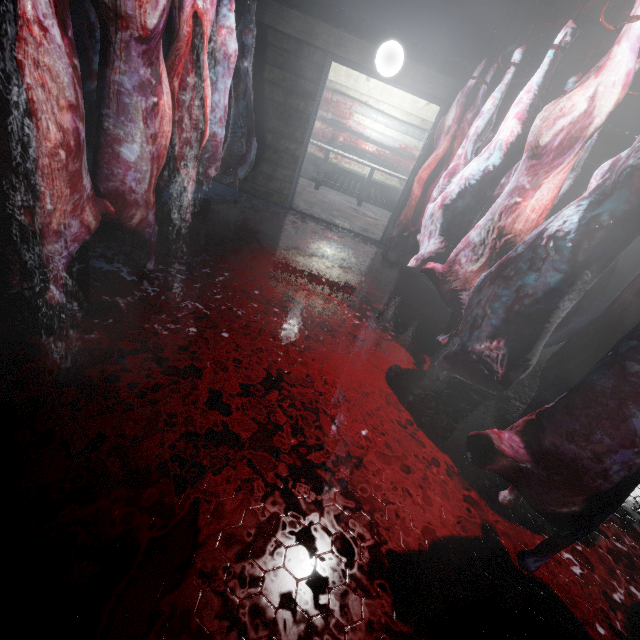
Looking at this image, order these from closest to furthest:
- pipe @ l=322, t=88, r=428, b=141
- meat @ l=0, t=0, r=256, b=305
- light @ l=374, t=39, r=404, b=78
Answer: meat @ l=0, t=0, r=256, b=305
light @ l=374, t=39, r=404, b=78
pipe @ l=322, t=88, r=428, b=141

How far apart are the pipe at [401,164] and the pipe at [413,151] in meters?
0.1 m

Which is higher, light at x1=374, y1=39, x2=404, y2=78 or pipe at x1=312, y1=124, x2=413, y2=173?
light at x1=374, y1=39, x2=404, y2=78

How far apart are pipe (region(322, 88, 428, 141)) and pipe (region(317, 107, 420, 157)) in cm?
12

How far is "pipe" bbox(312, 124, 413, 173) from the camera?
7.0m

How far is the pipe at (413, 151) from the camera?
6.8 meters

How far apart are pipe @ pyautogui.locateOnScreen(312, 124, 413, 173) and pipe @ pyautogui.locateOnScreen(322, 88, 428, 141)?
0.4m

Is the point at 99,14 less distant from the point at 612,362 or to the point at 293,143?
the point at 612,362
